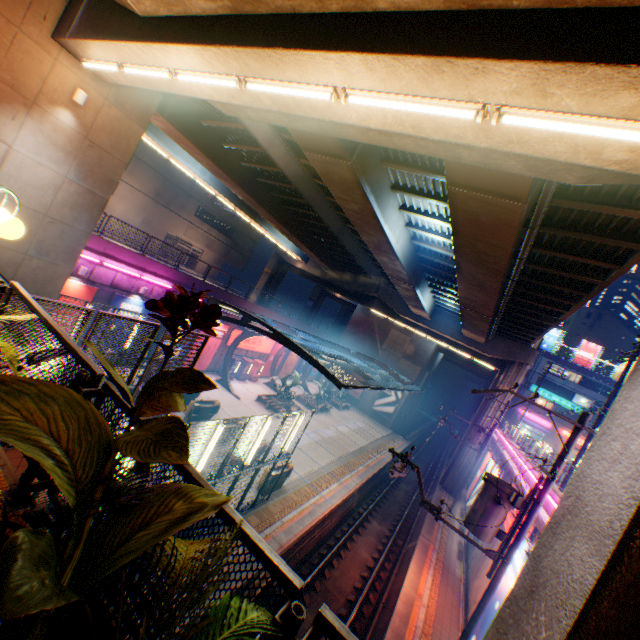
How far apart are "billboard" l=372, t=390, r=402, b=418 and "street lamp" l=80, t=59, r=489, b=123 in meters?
39.6 m

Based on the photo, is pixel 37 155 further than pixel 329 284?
No

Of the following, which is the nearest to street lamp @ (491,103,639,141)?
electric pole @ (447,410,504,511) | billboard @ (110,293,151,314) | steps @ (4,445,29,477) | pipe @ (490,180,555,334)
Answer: pipe @ (490,180,555,334)

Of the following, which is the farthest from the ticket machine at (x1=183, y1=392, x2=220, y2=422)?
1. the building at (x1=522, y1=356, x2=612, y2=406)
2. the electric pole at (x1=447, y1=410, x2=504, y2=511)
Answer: the building at (x1=522, y1=356, x2=612, y2=406)

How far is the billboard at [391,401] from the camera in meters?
41.8

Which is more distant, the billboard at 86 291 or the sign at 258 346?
the sign at 258 346

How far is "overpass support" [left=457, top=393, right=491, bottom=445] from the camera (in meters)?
29.91

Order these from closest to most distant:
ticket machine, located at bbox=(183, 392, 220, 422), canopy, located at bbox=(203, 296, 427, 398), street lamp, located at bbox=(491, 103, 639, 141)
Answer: street lamp, located at bbox=(491, 103, 639, 141)
canopy, located at bbox=(203, 296, 427, 398)
ticket machine, located at bbox=(183, 392, 220, 422)
